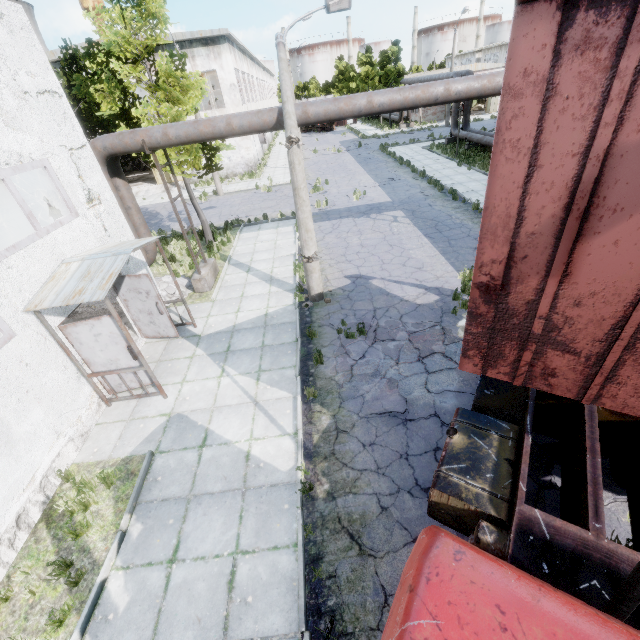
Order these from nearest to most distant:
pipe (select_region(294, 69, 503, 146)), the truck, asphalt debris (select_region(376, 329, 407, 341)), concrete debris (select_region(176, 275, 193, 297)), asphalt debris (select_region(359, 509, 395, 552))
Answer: the truck < asphalt debris (select_region(359, 509, 395, 552)) < asphalt debris (select_region(376, 329, 407, 341)) < pipe (select_region(294, 69, 503, 146)) < concrete debris (select_region(176, 275, 193, 297))

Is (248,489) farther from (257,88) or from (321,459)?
(257,88)

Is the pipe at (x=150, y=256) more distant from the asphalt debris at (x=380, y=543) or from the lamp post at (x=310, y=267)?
the asphalt debris at (x=380, y=543)

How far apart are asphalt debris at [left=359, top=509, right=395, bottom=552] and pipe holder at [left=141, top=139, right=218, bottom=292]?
9.59m

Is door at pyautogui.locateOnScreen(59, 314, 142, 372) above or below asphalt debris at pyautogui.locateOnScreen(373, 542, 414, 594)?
above

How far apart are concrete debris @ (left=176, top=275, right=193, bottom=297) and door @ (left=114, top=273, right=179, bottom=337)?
1.9m

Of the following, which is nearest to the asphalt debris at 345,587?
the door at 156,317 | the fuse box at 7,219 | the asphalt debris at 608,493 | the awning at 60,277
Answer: the asphalt debris at 608,493

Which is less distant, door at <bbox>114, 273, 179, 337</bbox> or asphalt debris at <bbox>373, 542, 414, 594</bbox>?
asphalt debris at <bbox>373, 542, 414, 594</bbox>
